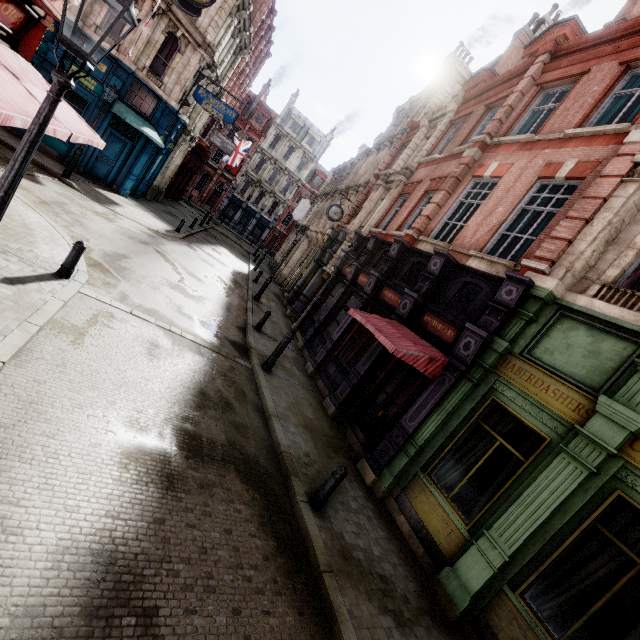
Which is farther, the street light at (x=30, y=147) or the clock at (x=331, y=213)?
the clock at (x=331, y=213)

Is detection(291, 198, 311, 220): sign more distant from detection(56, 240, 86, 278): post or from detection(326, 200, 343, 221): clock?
detection(56, 240, 86, 278): post

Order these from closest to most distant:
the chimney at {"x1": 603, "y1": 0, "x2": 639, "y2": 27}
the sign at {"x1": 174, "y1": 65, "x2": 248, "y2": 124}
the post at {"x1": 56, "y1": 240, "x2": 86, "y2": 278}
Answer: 1. the post at {"x1": 56, "y1": 240, "x2": 86, "y2": 278}
2. the chimney at {"x1": 603, "y1": 0, "x2": 639, "y2": 27}
3. the sign at {"x1": 174, "y1": 65, "x2": 248, "y2": 124}

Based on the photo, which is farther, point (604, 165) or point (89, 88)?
point (89, 88)

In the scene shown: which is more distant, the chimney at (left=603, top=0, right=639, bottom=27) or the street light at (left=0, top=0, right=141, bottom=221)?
the chimney at (left=603, top=0, right=639, bottom=27)

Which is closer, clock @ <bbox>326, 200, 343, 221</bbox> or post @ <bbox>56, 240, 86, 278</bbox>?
post @ <bbox>56, 240, 86, 278</bbox>

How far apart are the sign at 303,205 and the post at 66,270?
26.8m

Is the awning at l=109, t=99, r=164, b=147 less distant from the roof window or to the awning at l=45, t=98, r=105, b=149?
the awning at l=45, t=98, r=105, b=149
